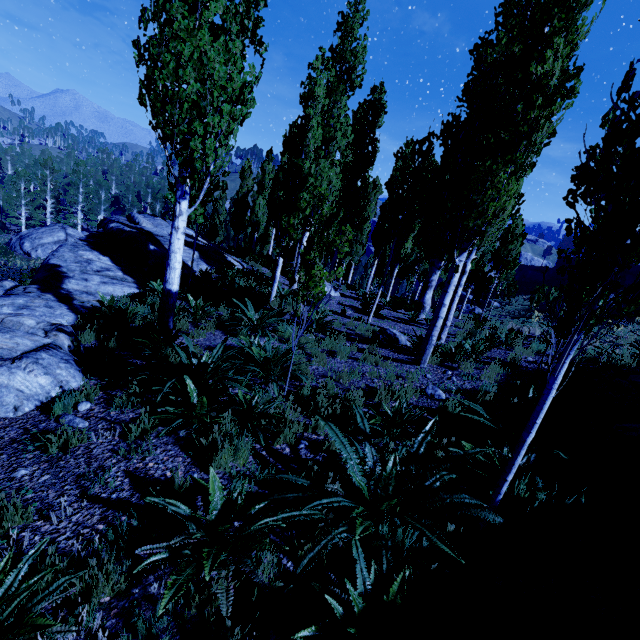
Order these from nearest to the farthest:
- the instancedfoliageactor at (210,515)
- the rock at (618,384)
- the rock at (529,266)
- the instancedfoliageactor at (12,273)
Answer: the instancedfoliageactor at (210,515) → the rock at (618,384) → the instancedfoliageactor at (12,273) → the rock at (529,266)

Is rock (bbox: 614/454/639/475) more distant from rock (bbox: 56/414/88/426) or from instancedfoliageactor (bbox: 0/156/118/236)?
rock (bbox: 56/414/88/426)

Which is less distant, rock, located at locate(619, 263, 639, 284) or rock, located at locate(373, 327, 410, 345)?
rock, located at locate(373, 327, 410, 345)

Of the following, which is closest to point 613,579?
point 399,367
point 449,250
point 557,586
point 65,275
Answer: point 557,586

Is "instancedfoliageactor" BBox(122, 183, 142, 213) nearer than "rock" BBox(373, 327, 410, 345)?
No

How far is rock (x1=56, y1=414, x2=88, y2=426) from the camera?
3.8m

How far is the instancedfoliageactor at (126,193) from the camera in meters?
55.6 m

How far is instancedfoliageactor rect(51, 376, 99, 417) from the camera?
4.0m
